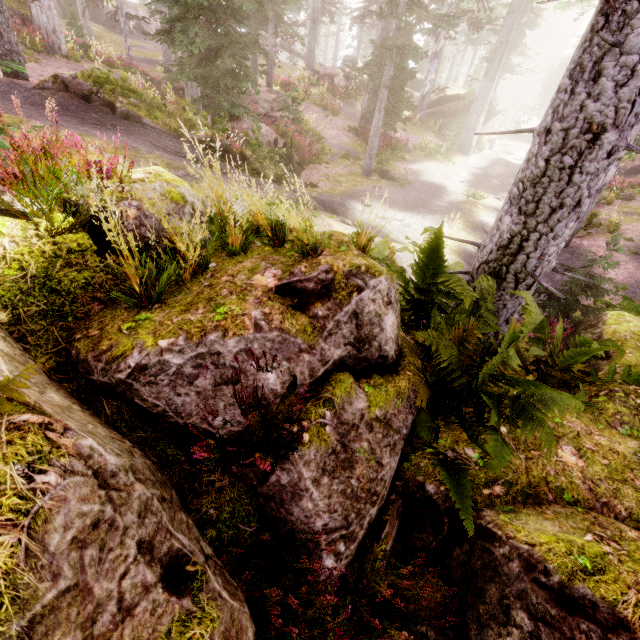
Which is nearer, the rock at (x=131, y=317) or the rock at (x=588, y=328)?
the rock at (x=131, y=317)

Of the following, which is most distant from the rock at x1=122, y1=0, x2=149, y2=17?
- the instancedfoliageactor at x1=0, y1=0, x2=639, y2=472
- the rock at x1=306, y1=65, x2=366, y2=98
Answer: the rock at x1=306, y1=65, x2=366, y2=98

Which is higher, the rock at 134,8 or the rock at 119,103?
the rock at 134,8

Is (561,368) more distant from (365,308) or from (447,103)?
(447,103)

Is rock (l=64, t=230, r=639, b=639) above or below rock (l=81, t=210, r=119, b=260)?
below

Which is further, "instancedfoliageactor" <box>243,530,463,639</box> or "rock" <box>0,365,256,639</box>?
"instancedfoliageactor" <box>243,530,463,639</box>

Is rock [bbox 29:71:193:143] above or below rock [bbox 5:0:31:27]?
below

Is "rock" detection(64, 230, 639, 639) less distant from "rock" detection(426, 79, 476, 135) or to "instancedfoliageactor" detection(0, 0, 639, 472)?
"instancedfoliageactor" detection(0, 0, 639, 472)
